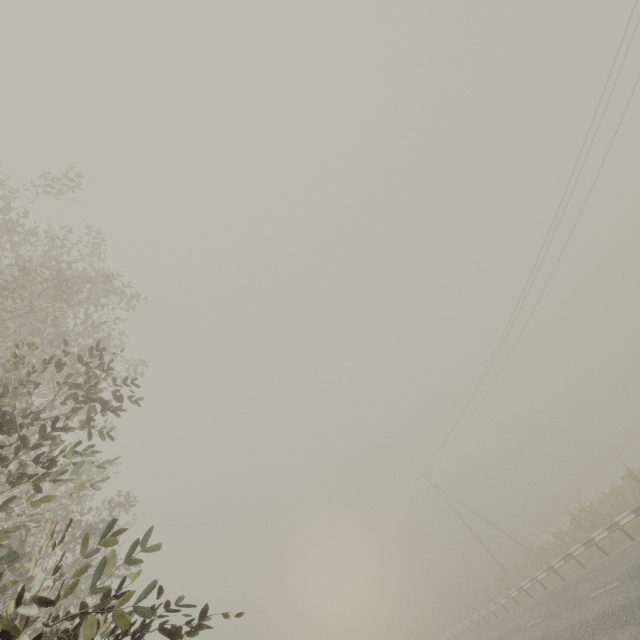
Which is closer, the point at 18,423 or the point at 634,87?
the point at 18,423
